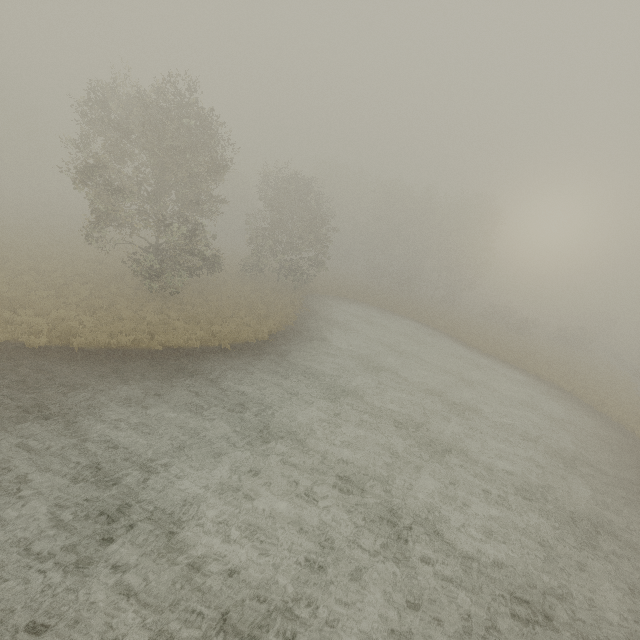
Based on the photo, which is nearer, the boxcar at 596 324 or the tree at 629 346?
the tree at 629 346

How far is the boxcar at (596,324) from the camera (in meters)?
57.21

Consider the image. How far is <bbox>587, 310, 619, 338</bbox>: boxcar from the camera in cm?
5721

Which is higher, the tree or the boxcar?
the boxcar

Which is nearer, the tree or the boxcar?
the tree

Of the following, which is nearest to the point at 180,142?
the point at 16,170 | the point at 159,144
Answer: the point at 159,144
